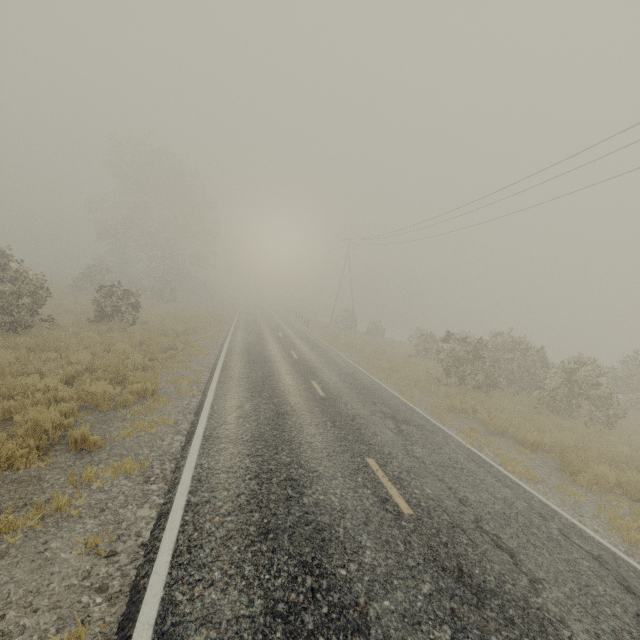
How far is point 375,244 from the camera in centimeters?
3875cm
